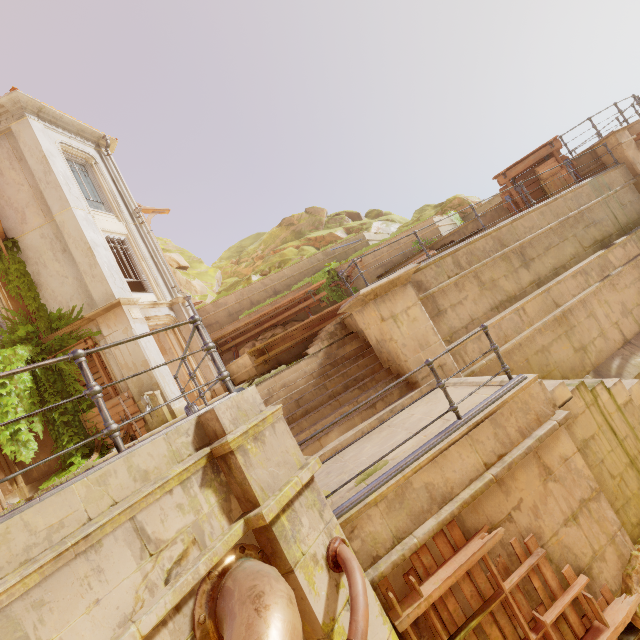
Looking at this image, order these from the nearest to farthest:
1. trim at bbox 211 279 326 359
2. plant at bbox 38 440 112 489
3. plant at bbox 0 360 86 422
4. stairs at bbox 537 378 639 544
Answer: plant at bbox 38 440 112 489, stairs at bbox 537 378 639 544, plant at bbox 0 360 86 422, trim at bbox 211 279 326 359

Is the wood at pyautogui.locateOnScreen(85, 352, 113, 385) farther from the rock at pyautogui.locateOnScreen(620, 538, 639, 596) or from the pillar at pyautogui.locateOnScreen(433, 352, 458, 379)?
the rock at pyautogui.locateOnScreen(620, 538, 639, 596)

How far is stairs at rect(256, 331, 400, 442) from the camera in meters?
7.0

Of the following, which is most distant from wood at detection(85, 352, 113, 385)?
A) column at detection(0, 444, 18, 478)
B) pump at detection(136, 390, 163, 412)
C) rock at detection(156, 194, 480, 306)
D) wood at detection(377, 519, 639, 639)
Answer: rock at detection(156, 194, 480, 306)

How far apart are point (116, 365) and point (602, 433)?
12.8m

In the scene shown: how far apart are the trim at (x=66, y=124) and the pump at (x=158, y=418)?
11.0 meters

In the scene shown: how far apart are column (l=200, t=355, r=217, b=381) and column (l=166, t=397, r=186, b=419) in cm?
161
